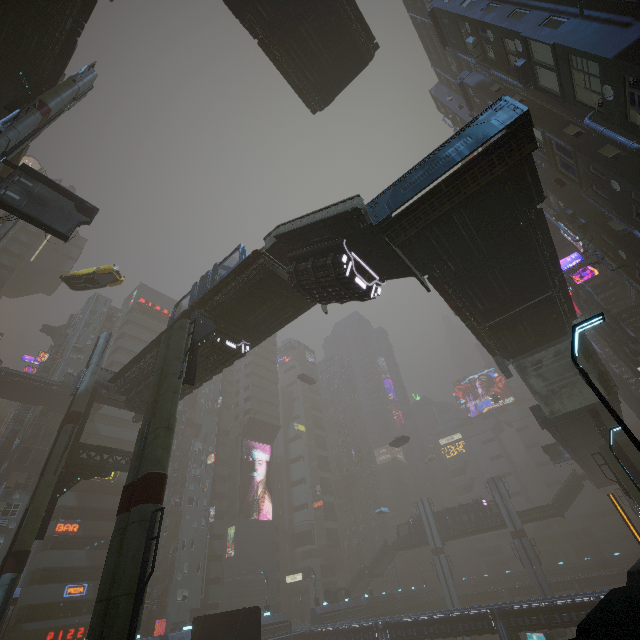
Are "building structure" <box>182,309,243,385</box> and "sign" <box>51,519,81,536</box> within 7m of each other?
no

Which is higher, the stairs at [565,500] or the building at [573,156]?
the building at [573,156]

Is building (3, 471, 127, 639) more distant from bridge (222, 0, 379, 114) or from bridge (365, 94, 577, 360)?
bridge (222, 0, 379, 114)

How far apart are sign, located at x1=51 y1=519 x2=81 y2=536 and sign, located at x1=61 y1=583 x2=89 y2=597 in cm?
437

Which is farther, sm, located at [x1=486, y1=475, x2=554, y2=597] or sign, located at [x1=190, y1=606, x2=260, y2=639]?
sm, located at [x1=486, y1=475, x2=554, y2=597]

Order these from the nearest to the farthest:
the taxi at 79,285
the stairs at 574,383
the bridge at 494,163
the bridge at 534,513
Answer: the bridge at 494,163 → the stairs at 574,383 → the taxi at 79,285 → the bridge at 534,513

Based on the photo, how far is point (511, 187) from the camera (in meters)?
12.92

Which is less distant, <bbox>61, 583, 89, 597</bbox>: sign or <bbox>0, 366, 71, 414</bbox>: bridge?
<bbox>61, 583, 89, 597</bbox>: sign
